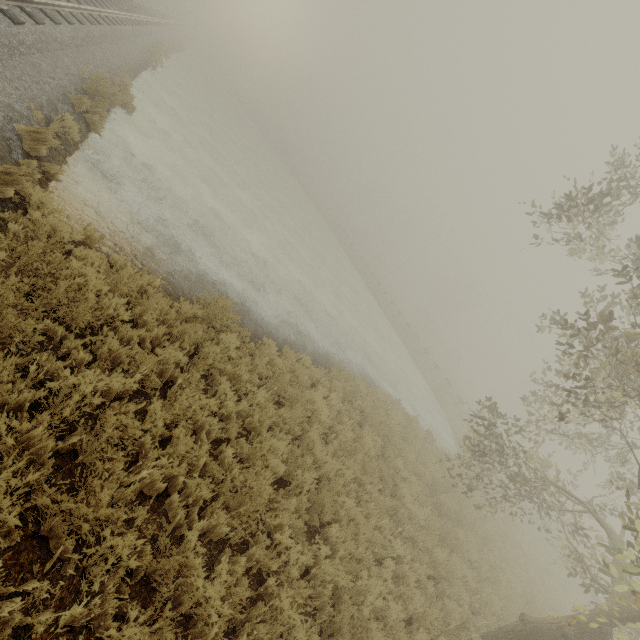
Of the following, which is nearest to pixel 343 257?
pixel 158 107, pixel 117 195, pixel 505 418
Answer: pixel 158 107
